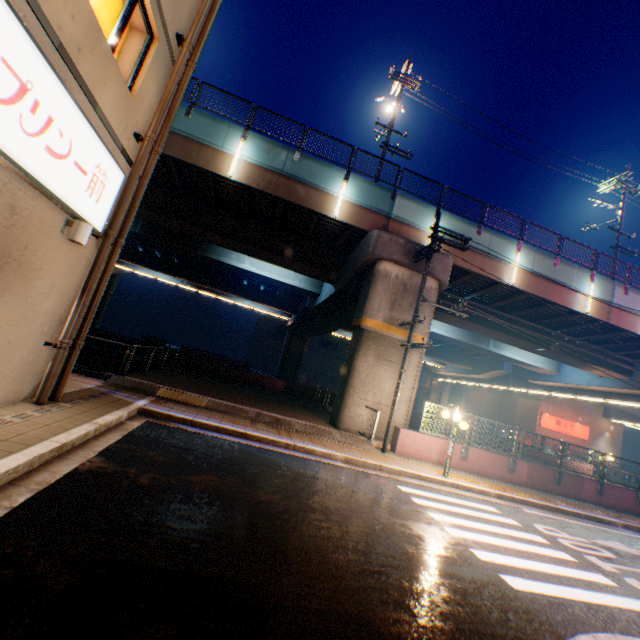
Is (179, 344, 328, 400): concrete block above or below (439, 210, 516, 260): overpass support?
below

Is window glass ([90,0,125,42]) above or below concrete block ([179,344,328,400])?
above

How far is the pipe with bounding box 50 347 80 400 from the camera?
7.1m

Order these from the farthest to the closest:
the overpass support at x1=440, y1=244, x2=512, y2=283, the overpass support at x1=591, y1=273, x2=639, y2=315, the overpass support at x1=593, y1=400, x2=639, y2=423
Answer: the overpass support at x1=593, y1=400, x2=639, y2=423
the overpass support at x1=591, y1=273, x2=639, y2=315
the overpass support at x1=440, y1=244, x2=512, y2=283

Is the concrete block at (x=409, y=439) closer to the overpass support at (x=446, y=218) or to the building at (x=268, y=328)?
the overpass support at (x=446, y=218)

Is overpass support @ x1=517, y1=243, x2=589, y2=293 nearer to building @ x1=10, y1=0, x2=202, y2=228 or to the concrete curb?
the concrete curb

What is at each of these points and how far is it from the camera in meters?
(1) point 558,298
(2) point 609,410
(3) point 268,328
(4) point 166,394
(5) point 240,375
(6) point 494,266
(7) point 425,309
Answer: (1) overpass support, 17.5
(2) overpass support, 37.1
(3) building, 54.7
(4) concrete curb, 10.8
(5) concrete block, 21.7
(6) overpass support, 16.8
(7) overpass support, 14.9

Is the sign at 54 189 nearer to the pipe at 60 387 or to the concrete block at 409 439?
the pipe at 60 387
